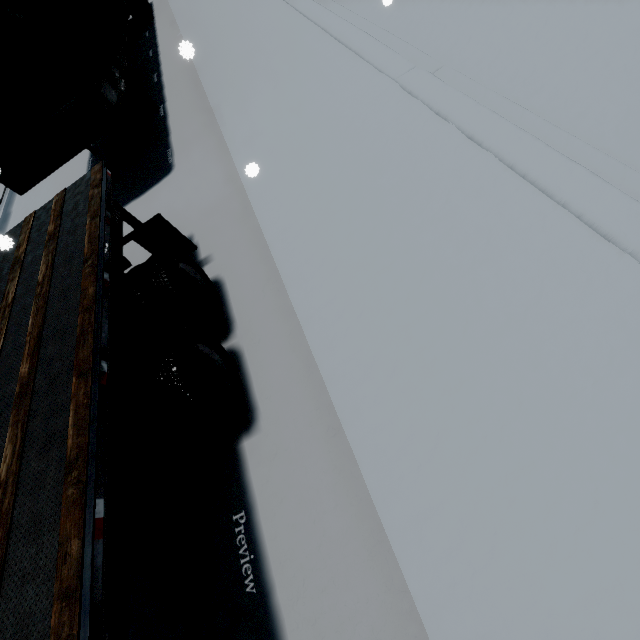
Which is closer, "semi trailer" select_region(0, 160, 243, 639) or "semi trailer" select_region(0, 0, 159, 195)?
"semi trailer" select_region(0, 160, 243, 639)

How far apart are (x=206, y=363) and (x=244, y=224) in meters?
2.5

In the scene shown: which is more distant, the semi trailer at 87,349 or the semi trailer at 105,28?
the semi trailer at 105,28
